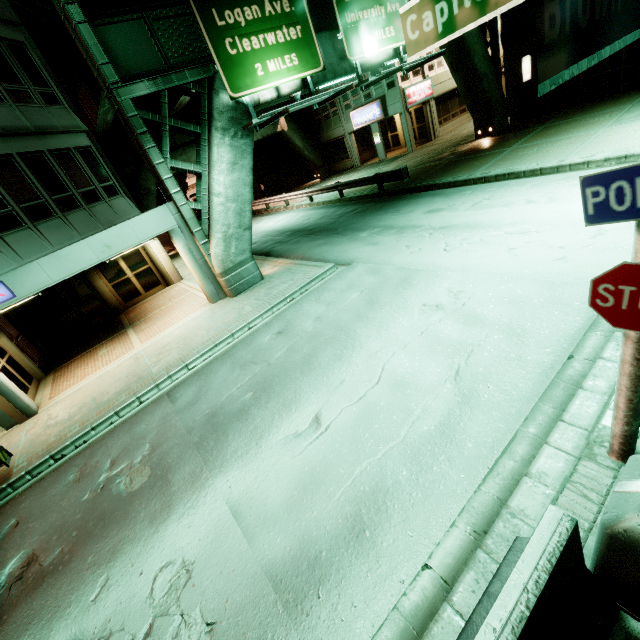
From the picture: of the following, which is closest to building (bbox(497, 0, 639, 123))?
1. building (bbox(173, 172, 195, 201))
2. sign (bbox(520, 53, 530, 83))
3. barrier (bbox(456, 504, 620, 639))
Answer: sign (bbox(520, 53, 530, 83))

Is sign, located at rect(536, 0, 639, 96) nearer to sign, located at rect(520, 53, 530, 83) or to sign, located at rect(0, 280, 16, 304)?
sign, located at rect(0, 280, 16, 304)

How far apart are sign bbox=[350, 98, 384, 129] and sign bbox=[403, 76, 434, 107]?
1.75m

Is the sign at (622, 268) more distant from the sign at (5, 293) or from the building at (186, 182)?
the building at (186, 182)

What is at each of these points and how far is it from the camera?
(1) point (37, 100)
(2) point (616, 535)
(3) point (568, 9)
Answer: (1) building, 12.3 meters
(2) street light, 2.1 meters
(3) sign, 1.0 meters

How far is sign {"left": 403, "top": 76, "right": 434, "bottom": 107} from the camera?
24.7m

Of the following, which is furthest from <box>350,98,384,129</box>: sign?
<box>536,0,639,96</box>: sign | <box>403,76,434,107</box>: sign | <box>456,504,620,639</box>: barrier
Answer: <box>456,504,620,639</box>: barrier

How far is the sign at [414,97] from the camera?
24.7 meters
